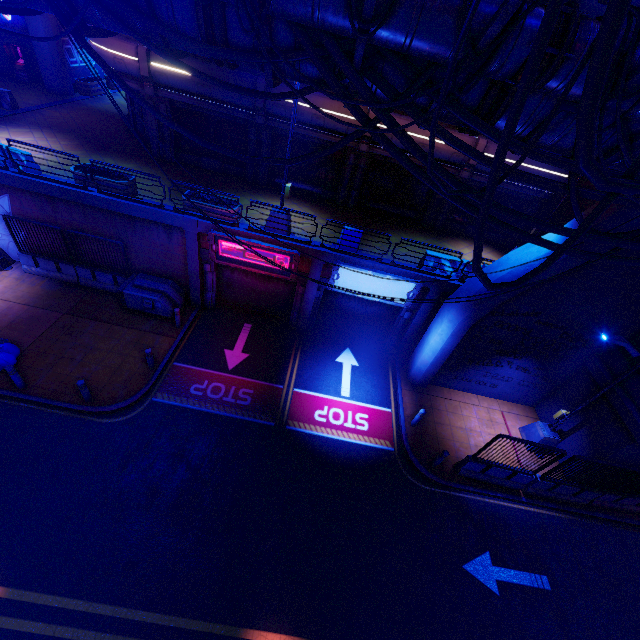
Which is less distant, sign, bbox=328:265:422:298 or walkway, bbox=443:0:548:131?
walkway, bbox=443:0:548:131

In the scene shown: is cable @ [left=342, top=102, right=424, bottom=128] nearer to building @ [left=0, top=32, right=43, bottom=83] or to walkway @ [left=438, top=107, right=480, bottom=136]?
walkway @ [left=438, top=107, right=480, bottom=136]

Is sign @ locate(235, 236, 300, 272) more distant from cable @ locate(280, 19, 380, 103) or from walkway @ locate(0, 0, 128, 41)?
walkway @ locate(0, 0, 128, 41)

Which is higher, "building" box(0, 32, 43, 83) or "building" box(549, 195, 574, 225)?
"building" box(549, 195, 574, 225)

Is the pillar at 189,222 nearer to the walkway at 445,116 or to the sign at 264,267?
the sign at 264,267

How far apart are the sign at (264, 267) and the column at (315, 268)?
0.4m

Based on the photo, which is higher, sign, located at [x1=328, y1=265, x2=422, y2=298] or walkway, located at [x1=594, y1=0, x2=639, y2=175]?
walkway, located at [x1=594, y1=0, x2=639, y2=175]

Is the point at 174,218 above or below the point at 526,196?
below
